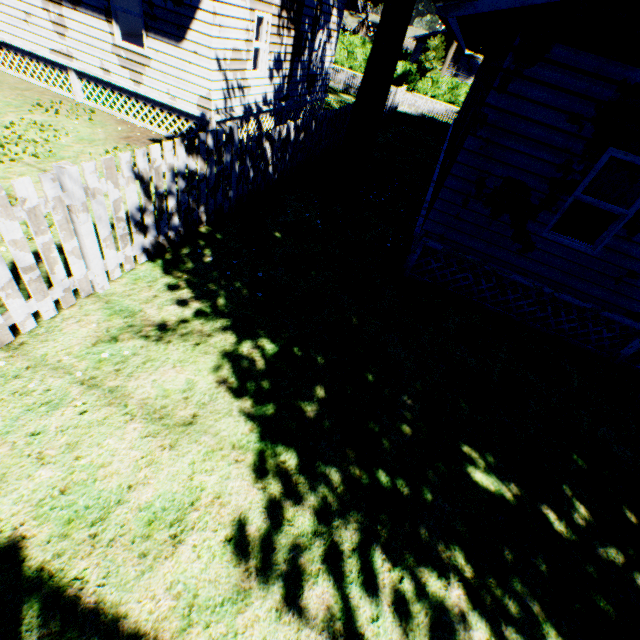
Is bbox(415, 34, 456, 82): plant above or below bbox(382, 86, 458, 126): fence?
above

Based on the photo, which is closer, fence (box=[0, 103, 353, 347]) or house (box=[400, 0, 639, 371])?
fence (box=[0, 103, 353, 347])

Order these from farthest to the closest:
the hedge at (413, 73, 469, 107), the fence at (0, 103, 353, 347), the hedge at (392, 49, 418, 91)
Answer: the hedge at (392, 49, 418, 91)
the hedge at (413, 73, 469, 107)
the fence at (0, 103, 353, 347)

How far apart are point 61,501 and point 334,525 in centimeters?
278cm

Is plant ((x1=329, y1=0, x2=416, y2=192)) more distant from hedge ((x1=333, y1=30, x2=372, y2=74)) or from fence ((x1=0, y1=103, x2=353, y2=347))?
hedge ((x1=333, y1=30, x2=372, y2=74))

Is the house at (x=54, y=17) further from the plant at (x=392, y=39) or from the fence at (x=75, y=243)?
the fence at (x=75, y=243)

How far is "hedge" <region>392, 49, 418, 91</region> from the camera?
36.9m
